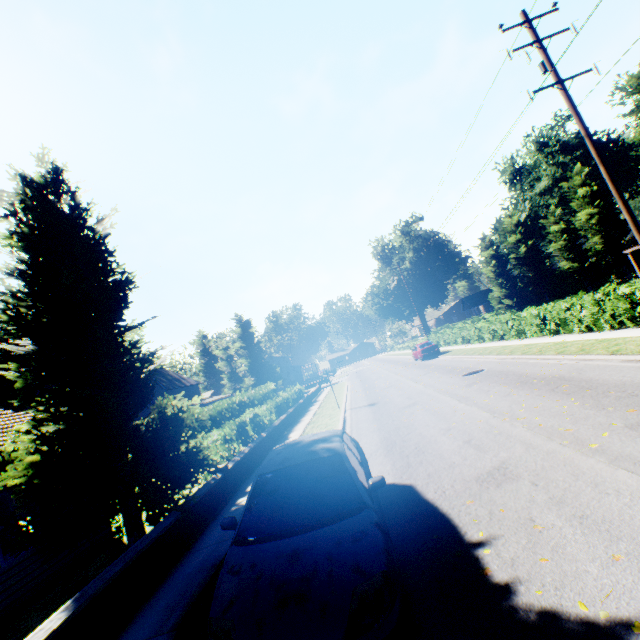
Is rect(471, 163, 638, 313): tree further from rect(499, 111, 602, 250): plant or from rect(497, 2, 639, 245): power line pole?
rect(497, 2, 639, 245): power line pole

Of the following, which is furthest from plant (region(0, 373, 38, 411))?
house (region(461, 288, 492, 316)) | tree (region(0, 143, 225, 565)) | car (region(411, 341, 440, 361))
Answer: house (region(461, 288, 492, 316))

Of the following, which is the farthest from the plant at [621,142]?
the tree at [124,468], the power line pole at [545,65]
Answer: the power line pole at [545,65]

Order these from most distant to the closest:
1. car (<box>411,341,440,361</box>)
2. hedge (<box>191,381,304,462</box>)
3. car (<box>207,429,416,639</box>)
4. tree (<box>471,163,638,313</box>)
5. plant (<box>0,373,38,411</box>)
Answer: tree (<box>471,163,638,313</box>)
plant (<box>0,373,38,411</box>)
car (<box>411,341,440,361</box>)
hedge (<box>191,381,304,462</box>)
car (<box>207,429,416,639</box>)

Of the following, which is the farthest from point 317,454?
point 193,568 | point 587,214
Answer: point 587,214

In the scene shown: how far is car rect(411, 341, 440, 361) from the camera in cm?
2978

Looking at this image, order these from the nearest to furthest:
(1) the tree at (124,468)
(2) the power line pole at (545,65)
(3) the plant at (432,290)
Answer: (1) the tree at (124,468), (2) the power line pole at (545,65), (3) the plant at (432,290)

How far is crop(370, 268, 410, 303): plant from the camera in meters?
57.2
